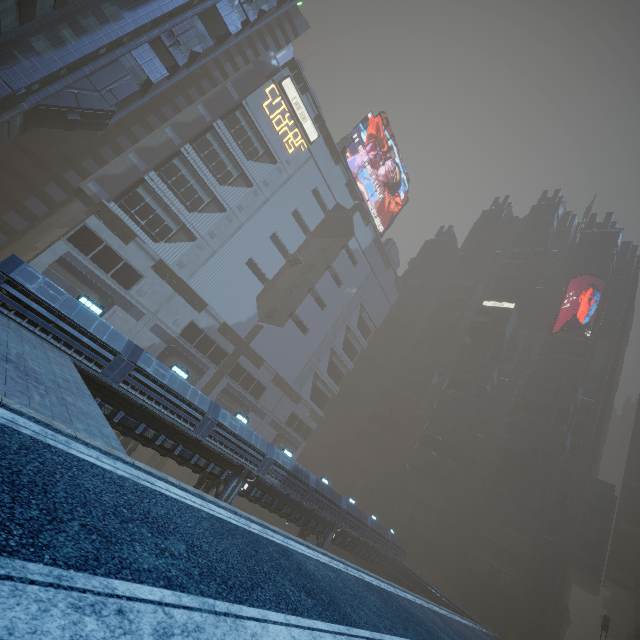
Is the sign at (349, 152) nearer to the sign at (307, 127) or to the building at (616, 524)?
the building at (616, 524)

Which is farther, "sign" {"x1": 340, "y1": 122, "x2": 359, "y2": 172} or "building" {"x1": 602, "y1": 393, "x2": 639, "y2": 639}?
"sign" {"x1": 340, "y1": 122, "x2": 359, "y2": 172}

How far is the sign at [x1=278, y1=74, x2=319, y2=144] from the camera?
48.1m

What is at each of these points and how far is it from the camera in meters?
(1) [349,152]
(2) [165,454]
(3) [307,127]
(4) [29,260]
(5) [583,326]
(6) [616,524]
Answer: (1) sign, 59.4
(2) building, 18.4
(3) sign, 51.9
(4) building, 36.9
(5) building, 58.9
(6) building, 42.6

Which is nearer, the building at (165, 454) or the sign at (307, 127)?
the building at (165, 454)

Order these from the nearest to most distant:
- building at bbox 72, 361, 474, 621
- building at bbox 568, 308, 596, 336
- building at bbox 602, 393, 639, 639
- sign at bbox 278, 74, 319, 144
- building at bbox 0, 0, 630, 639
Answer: building at bbox 72, 361, 474, 621
building at bbox 0, 0, 630, 639
building at bbox 602, 393, 639, 639
sign at bbox 278, 74, 319, 144
building at bbox 568, 308, 596, 336

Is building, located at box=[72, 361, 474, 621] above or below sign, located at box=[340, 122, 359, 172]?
below

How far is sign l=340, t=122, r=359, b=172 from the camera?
58.34m
